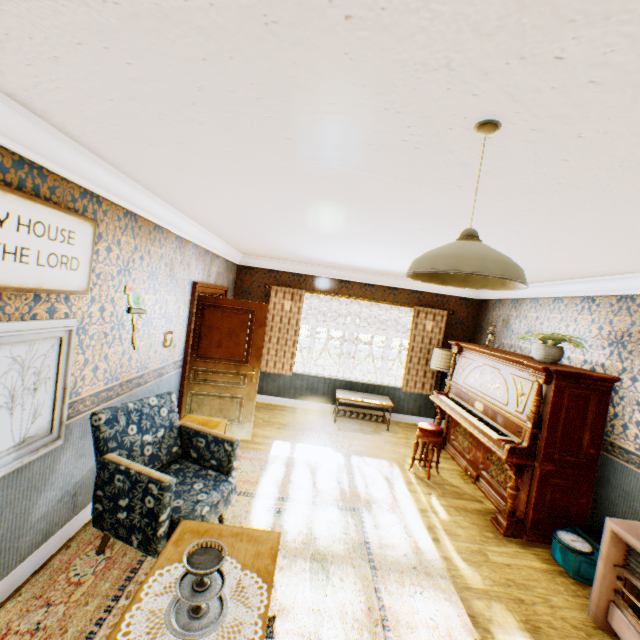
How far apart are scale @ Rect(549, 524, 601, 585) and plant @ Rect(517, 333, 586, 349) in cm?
206

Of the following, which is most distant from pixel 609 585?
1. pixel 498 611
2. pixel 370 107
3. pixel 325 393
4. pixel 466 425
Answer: pixel 325 393

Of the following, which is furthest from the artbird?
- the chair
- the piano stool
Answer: the piano stool

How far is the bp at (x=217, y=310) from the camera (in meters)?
5.04

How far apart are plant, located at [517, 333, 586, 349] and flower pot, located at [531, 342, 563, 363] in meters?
0.1 m

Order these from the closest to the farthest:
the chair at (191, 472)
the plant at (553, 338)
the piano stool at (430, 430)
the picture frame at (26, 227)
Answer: the picture frame at (26, 227) → the chair at (191, 472) → the plant at (553, 338) → the piano stool at (430, 430)

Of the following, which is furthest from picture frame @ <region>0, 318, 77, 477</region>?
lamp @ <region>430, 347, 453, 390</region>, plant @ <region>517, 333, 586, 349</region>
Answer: lamp @ <region>430, 347, 453, 390</region>

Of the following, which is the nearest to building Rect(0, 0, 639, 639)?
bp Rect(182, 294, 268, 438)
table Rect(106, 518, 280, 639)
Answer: bp Rect(182, 294, 268, 438)
